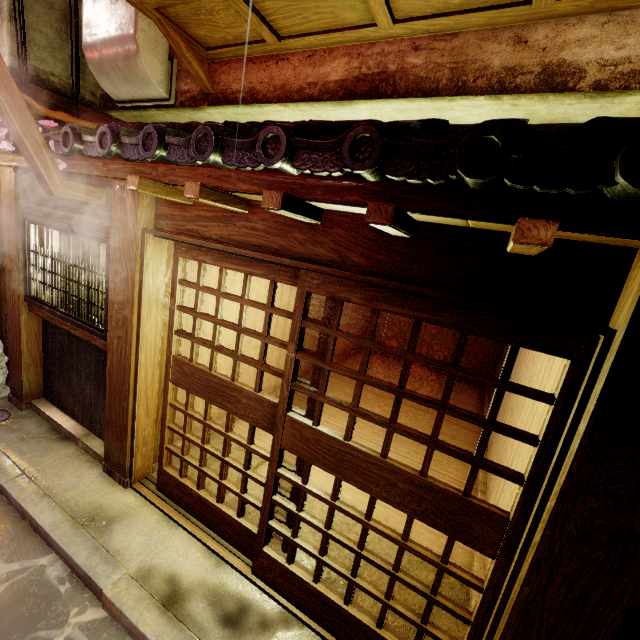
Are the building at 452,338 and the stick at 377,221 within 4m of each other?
no

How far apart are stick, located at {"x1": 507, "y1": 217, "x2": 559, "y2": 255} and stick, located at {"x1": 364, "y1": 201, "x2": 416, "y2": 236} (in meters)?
0.92

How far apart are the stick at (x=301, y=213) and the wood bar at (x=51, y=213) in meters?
3.9 m

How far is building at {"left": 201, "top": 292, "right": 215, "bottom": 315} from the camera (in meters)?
7.49

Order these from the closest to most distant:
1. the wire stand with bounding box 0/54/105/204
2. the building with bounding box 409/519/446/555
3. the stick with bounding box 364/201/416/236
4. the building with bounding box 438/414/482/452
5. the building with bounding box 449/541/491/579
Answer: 1. the stick with bounding box 364/201/416/236
2. the wire stand with bounding box 0/54/105/204
3. the building with bounding box 449/541/491/579
4. the building with bounding box 409/519/446/555
5. the building with bounding box 438/414/482/452

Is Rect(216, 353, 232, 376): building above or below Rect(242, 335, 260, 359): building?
below

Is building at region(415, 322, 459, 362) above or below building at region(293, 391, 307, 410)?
above

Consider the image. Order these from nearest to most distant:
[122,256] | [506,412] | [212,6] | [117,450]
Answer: [212,6] → [122,256] → [117,450] → [506,412]
